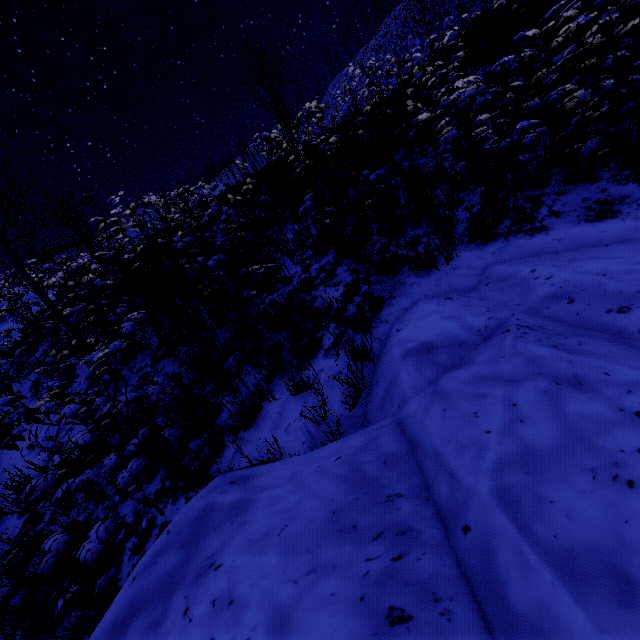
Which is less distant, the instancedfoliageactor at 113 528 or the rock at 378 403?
the rock at 378 403

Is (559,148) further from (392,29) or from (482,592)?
(392,29)

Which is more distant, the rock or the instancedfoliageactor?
the instancedfoliageactor
